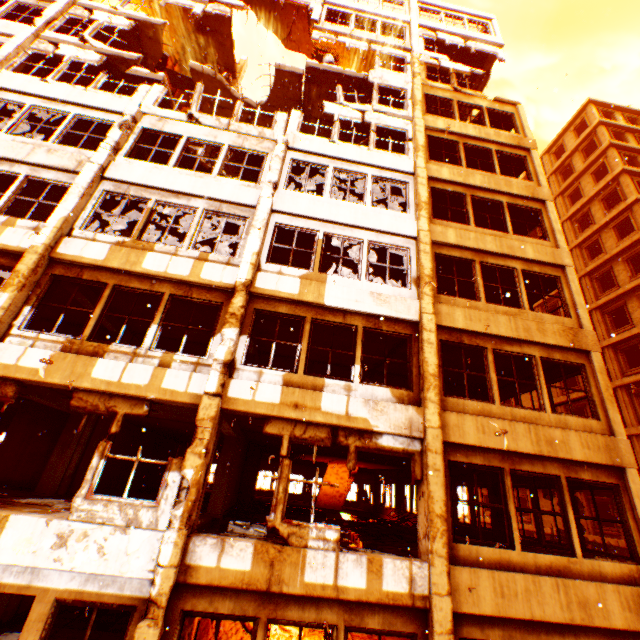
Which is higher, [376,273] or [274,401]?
[376,273]

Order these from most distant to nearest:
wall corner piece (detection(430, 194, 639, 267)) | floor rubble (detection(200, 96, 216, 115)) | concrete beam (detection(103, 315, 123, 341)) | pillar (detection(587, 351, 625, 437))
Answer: floor rubble (detection(200, 96, 216, 115)) → concrete beam (detection(103, 315, 123, 341)) → wall corner piece (detection(430, 194, 639, 267)) → pillar (detection(587, 351, 625, 437))

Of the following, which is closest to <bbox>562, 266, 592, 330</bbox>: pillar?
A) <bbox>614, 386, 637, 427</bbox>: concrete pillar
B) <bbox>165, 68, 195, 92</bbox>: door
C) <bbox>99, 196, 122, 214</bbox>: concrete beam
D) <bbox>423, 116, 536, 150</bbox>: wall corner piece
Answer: <bbox>423, 116, 536, 150</bbox>: wall corner piece

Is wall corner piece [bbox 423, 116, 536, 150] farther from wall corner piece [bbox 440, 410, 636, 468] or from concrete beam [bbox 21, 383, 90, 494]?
concrete beam [bbox 21, 383, 90, 494]

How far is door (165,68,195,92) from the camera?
15.06m

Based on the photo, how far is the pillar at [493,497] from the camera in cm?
1162

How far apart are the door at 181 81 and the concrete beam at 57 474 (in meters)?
13.34

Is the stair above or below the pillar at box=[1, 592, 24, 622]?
above
